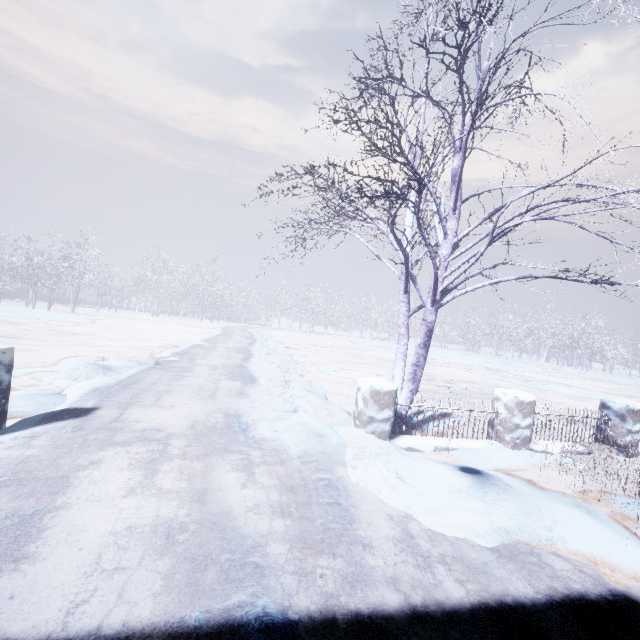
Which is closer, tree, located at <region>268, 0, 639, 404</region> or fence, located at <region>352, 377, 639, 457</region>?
tree, located at <region>268, 0, 639, 404</region>

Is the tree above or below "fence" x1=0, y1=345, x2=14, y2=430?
above

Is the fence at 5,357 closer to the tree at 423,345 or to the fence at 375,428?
the tree at 423,345

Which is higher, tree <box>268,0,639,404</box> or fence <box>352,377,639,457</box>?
tree <box>268,0,639,404</box>

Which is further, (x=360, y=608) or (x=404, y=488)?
(x=404, y=488)

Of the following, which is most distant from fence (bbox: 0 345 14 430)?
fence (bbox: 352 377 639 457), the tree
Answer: fence (bbox: 352 377 639 457)

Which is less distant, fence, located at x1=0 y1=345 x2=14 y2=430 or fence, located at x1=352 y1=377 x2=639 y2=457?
fence, located at x1=0 y1=345 x2=14 y2=430
